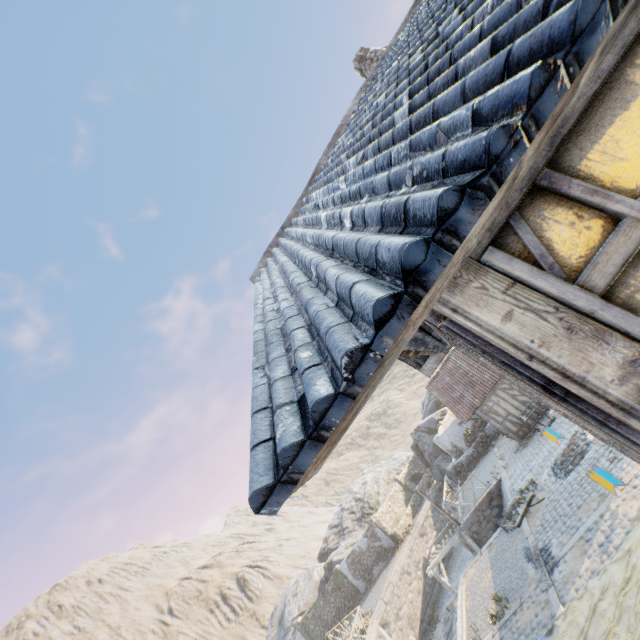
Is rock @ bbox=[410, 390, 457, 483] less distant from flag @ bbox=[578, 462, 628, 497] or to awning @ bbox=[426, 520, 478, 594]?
awning @ bbox=[426, 520, 478, 594]

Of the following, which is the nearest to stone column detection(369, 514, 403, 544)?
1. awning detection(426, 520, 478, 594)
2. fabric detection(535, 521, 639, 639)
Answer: awning detection(426, 520, 478, 594)

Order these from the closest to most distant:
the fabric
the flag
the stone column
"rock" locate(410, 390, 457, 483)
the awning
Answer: the fabric → the flag → the awning → the stone column → "rock" locate(410, 390, 457, 483)

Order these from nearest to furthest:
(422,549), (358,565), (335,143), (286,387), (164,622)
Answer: (286,387)
(335,143)
(422,549)
(358,565)
(164,622)

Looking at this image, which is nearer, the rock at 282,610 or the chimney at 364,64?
the chimney at 364,64

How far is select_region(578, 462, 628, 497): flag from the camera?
5.6m

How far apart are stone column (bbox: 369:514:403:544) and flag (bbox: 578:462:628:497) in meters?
29.5 m

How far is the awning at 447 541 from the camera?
18.97m
